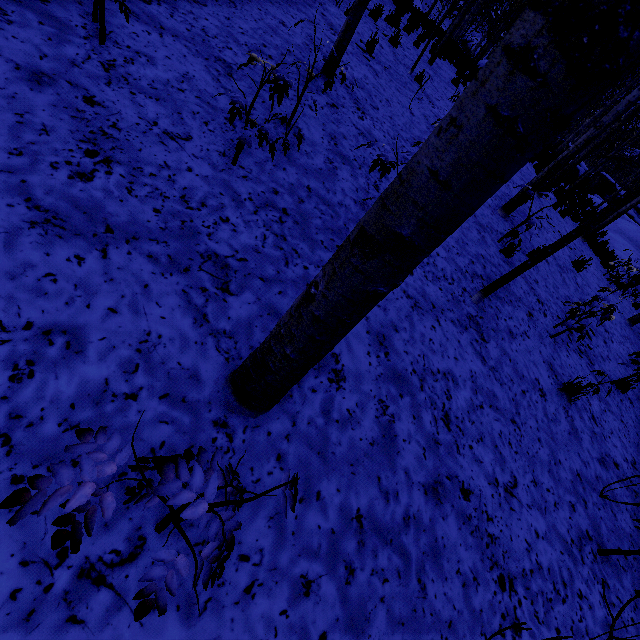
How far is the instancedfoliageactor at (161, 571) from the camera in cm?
100

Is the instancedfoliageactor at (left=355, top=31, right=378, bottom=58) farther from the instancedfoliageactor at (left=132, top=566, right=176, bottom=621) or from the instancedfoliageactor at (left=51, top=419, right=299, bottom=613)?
the instancedfoliageactor at (left=132, top=566, right=176, bottom=621)

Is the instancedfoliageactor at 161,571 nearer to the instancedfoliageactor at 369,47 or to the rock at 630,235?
the instancedfoliageactor at 369,47

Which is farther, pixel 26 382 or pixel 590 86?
pixel 26 382

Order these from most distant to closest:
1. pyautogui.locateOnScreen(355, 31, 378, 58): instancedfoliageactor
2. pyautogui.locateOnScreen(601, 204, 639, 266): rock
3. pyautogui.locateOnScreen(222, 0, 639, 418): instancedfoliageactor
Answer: pyautogui.locateOnScreen(601, 204, 639, 266): rock → pyautogui.locateOnScreen(355, 31, 378, 58): instancedfoliageactor → pyautogui.locateOnScreen(222, 0, 639, 418): instancedfoliageactor

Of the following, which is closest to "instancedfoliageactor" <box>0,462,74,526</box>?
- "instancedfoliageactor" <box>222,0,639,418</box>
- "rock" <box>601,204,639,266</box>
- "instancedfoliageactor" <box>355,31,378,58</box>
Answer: "instancedfoliageactor" <box>222,0,639,418</box>

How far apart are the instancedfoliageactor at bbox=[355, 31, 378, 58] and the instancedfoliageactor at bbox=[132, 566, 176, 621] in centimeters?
897cm

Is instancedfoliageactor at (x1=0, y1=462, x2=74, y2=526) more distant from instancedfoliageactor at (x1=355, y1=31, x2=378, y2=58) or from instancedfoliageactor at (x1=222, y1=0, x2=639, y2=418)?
instancedfoliageactor at (x1=355, y1=31, x2=378, y2=58)
